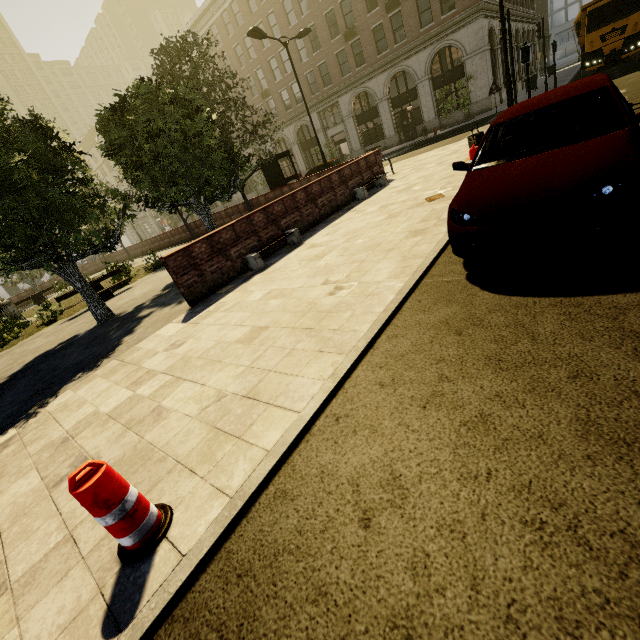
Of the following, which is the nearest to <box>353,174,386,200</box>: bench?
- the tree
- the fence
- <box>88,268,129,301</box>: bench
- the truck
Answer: the tree

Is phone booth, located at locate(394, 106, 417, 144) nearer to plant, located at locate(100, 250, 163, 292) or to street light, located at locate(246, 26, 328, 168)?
street light, located at locate(246, 26, 328, 168)

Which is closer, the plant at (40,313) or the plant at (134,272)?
the plant at (40,313)

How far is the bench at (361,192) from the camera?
11.38m

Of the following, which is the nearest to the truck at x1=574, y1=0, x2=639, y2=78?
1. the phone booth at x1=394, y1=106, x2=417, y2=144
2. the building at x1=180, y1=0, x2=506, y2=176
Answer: the building at x1=180, y1=0, x2=506, y2=176

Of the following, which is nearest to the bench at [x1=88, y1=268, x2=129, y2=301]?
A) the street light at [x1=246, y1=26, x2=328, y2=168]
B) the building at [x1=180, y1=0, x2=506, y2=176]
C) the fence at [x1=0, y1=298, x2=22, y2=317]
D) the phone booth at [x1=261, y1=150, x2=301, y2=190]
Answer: the fence at [x1=0, y1=298, x2=22, y2=317]

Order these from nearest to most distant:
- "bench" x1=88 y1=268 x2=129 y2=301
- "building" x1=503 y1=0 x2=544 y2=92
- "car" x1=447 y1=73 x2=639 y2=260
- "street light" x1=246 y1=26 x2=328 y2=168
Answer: "car" x1=447 y1=73 x2=639 y2=260, "bench" x1=88 y1=268 x2=129 y2=301, "street light" x1=246 y1=26 x2=328 y2=168, "building" x1=503 y1=0 x2=544 y2=92

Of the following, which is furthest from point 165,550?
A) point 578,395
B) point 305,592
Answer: point 578,395
